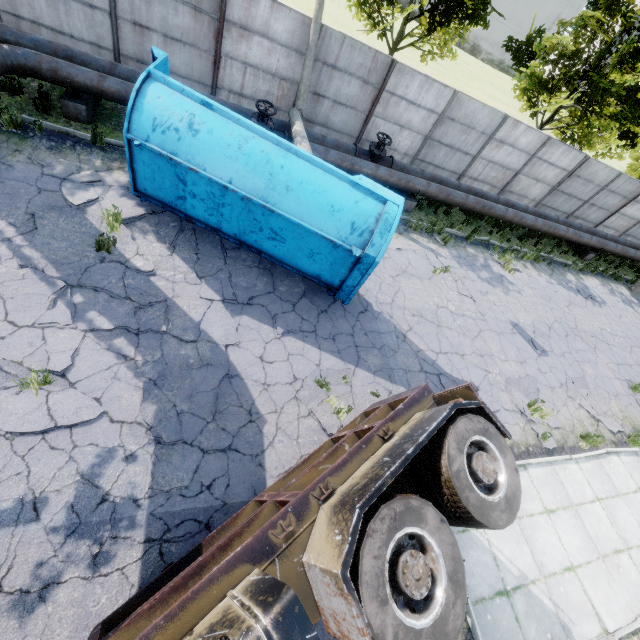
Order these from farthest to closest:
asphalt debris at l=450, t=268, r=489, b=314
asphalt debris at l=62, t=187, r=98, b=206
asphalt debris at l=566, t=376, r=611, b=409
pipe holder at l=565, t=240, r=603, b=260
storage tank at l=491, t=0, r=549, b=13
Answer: storage tank at l=491, t=0, r=549, b=13 < pipe holder at l=565, t=240, r=603, b=260 < asphalt debris at l=450, t=268, r=489, b=314 < asphalt debris at l=566, t=376, r=611, b=409 < asphalt debris at l=62, t=187, r=98, b=206

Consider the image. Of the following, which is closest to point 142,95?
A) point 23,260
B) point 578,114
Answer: point 23,260

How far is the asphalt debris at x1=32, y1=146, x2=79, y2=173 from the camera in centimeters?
748cm

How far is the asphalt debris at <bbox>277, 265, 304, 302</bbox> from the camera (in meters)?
7.97

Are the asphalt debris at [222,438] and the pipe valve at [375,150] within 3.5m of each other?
no

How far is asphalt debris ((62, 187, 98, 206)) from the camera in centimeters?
714cm

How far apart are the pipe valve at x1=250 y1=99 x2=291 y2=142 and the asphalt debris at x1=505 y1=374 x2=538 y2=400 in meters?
9.7 m

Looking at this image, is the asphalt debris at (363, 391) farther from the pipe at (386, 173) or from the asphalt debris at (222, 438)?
the pipe at (386, 173)
